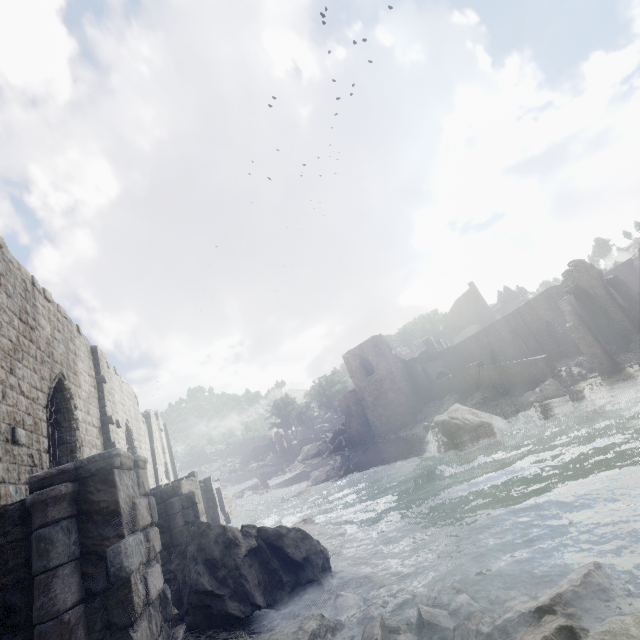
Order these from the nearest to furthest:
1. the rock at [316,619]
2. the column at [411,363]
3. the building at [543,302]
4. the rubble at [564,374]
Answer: the rock at [316,619] → the rubble at [564,374] → the building at [543,302] → the column at [411,363]

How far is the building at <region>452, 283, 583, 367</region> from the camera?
32.72m

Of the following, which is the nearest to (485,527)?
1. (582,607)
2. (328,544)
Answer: (328,544)

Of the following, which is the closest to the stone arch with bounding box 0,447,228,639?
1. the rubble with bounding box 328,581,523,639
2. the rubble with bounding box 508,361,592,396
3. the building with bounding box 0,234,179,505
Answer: the building with bounding box 0,234,179,505

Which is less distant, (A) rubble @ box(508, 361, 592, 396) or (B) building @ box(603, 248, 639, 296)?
(A) rubble @ box(508, 361, 592, 396)

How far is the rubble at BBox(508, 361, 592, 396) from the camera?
22.81m

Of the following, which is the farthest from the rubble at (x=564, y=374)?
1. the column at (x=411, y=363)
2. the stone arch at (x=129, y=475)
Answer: the stone arch at (x=129, y=475)

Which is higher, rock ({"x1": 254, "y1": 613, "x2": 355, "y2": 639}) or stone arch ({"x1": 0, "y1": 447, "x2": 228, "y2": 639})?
stone arch ({"x1": 0, "y1": 447, "x2": 228, "y2": 639})
